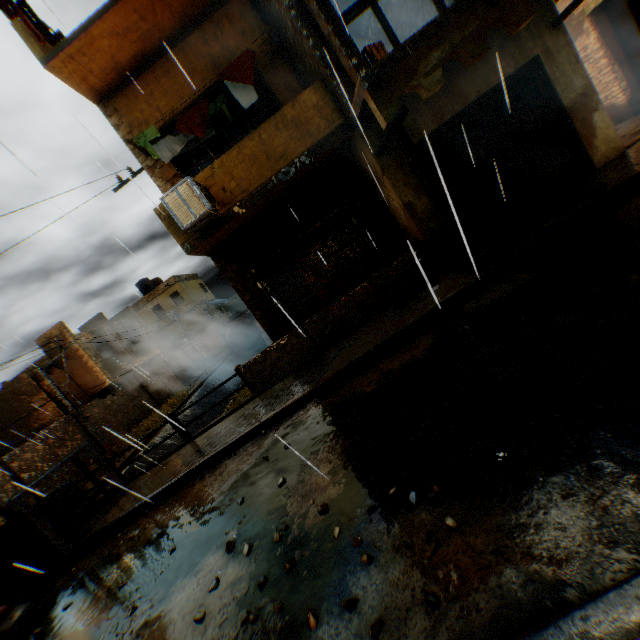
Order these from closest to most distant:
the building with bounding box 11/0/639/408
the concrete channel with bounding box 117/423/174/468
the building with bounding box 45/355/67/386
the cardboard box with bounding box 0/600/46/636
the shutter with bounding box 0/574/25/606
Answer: the cardboard box with bounding box 0/600/46/636, the building with bounding box 11/0/639/408, the shutter with bounding box 0/574/25/606, the concrete channel with bounding box 117/423/174/468, the building with bounding box 45/355/67/386

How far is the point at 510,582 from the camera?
1.9 meters

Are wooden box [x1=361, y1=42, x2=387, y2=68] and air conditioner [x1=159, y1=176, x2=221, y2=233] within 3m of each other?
no

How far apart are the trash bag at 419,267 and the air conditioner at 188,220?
3.8 meters

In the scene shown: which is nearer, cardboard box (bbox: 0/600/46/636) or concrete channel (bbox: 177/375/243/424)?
cardboard box (bbox: 0/600/46/636)

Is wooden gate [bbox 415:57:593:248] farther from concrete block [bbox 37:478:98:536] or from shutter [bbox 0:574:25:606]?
shutter [bbox 0:574:25:606]

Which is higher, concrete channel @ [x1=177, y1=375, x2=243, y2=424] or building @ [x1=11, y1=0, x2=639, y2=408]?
building @ [x1=11, y1=0, x2=639, y2=408]

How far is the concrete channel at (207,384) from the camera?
22.07m
